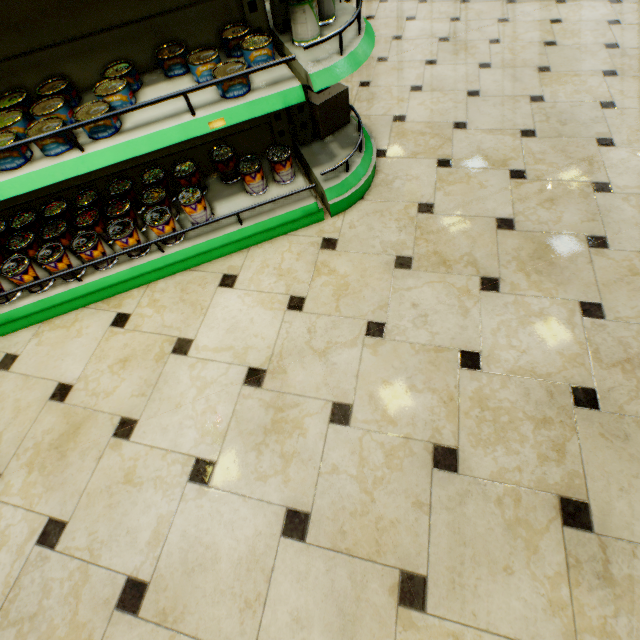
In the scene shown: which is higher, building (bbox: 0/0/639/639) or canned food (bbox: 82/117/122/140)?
canned food (bbox: 82/117/122/140)

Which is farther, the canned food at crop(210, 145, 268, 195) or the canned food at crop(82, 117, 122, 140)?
the canned food at crop(210, 145, 268, 195)

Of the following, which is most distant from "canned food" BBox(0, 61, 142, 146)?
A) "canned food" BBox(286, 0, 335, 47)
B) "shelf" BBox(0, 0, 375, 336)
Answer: "canned food" BBox(286, 0, 335, 47)

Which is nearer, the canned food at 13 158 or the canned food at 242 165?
the canned food at 13 158

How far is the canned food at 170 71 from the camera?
1.3 meters

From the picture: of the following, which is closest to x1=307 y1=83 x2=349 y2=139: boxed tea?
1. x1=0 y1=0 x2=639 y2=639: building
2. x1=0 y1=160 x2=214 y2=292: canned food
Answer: x1=0 y1=0 x2=639 y2=639: building

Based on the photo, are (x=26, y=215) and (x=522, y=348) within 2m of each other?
no

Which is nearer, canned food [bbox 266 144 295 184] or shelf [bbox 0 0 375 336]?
shelf [bbox 0 0 375 336]
